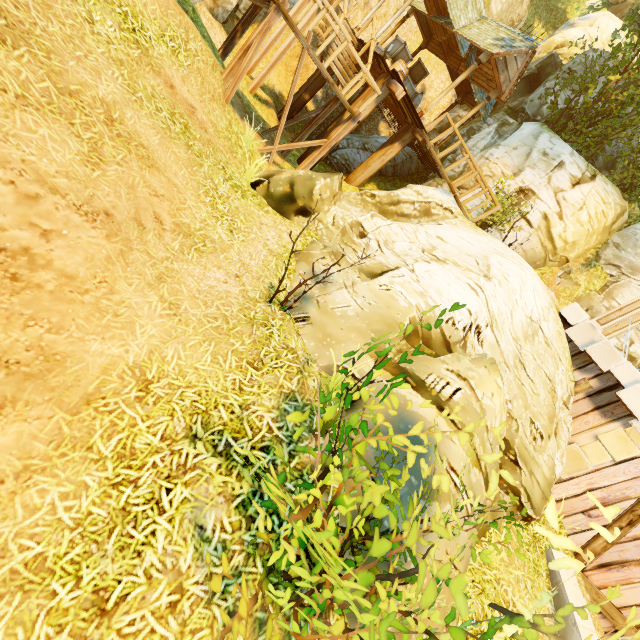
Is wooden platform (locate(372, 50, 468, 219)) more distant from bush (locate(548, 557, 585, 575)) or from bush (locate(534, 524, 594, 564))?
bush (locate(534, 524, 594, 564))

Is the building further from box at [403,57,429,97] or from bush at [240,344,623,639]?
bush at [240,344,623,639]

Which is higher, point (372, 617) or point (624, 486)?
point (624, 486)

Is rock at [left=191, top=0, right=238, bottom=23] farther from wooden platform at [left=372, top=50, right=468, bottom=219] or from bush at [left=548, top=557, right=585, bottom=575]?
bush at [left=548, top=557, right=585, bottom=575]

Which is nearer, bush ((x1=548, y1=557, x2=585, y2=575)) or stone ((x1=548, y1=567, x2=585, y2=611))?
bush ((x1=548, y1=557, x2=585, y2=575))

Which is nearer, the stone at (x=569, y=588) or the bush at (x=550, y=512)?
the bush at (x=550, y=512)

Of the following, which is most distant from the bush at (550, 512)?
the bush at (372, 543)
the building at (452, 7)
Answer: the building at (452, 7)

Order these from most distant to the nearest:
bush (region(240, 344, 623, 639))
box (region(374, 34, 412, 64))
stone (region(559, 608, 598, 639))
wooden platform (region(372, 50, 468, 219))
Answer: box (region(374, 34, 412, 64))
wooden platform (region(372, 50, 468, 219))
stone (region(559, 608, 598, 639))
bush (region(240, 344, 623, 639))
